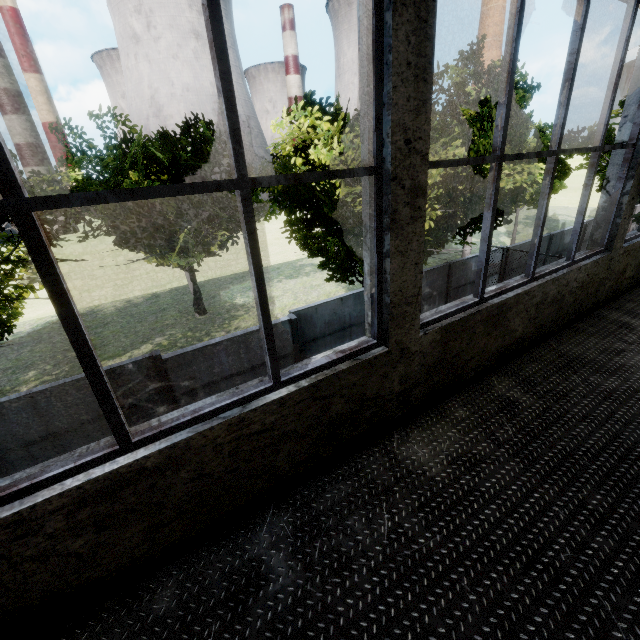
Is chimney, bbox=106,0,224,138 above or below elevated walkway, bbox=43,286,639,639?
above

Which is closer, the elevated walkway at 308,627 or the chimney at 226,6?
the elevated walkway at 308,627

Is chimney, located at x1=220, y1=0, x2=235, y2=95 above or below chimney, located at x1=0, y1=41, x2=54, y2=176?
above

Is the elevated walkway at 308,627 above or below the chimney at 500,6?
below

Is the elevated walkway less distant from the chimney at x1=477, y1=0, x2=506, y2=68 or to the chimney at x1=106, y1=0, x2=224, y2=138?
the chimney at x1=106, y1=0, x2=224, y2=138

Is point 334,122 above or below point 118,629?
above

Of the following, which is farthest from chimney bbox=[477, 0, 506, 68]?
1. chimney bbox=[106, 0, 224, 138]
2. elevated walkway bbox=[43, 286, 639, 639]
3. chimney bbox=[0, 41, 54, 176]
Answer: chimney bbox=[0, 41, 54, 176]

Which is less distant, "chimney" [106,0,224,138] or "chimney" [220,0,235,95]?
"chimney" [106,0,224,138]
